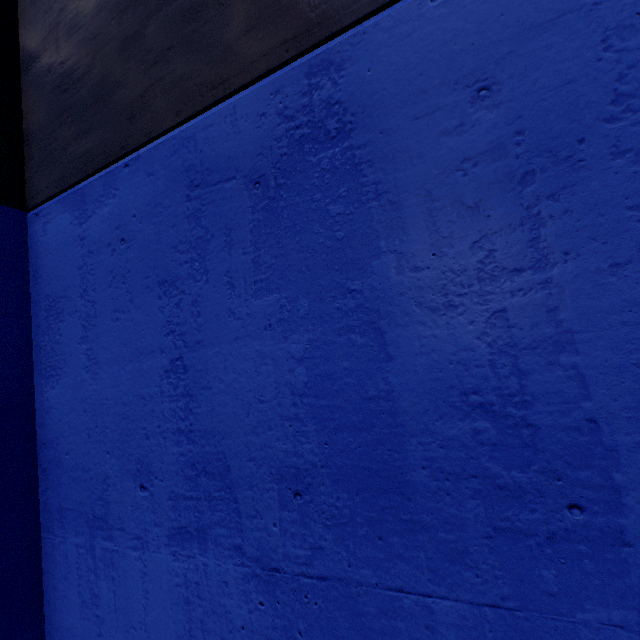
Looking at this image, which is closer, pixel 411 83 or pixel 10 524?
pixel 411 83
